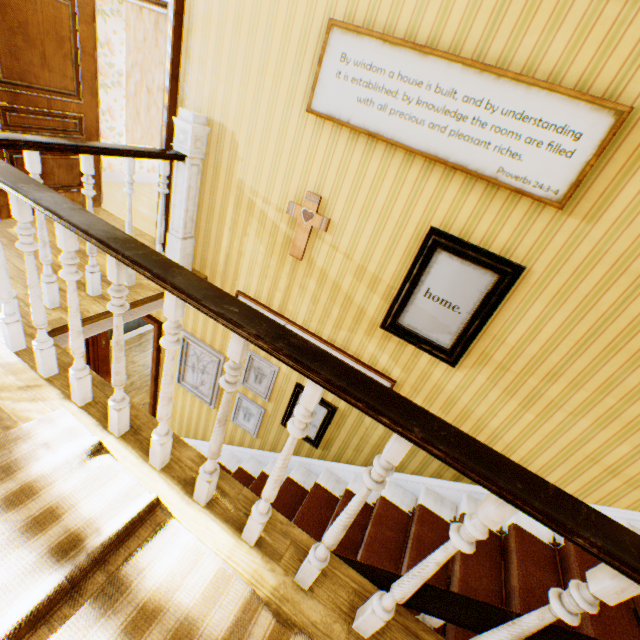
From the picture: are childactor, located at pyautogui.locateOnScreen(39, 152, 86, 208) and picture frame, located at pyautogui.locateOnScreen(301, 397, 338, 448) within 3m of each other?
no

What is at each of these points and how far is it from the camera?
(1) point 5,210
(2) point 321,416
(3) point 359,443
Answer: (1) childactor, 3.4m
(2) picture frame, 3.8m
(3) building, 3.7m

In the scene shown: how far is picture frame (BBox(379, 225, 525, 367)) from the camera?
2.45m

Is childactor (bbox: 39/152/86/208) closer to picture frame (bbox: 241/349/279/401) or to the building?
the building

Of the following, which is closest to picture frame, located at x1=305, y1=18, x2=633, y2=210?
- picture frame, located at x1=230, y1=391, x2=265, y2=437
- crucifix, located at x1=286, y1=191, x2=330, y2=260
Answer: crucifix, located at x1=286, y1=191, x2=330, y2=260

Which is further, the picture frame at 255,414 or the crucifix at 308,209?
the picture frame at 255,414

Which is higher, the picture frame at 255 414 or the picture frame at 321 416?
Answer: the picture frame at 321 416

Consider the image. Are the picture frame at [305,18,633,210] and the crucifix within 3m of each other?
yes
